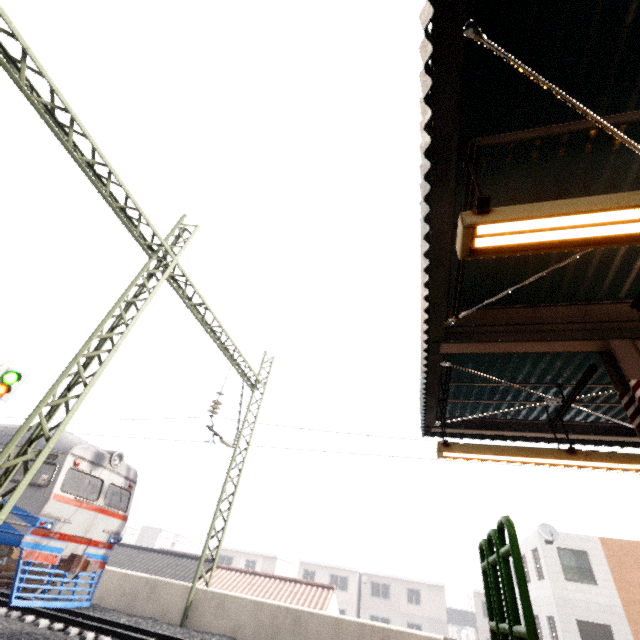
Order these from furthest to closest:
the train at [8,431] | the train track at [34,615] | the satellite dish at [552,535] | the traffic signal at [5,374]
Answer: the satellite dish at [552,535]
the traffic signal at [5,374]
the train at [8,431]
the train track at [34,615]

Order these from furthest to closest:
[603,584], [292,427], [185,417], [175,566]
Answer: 1. [175,566]
2. [603,584]
3. [185,417]
4. [292,427]

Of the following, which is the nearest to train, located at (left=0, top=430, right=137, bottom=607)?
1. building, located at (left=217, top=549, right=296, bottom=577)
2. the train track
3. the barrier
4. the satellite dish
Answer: the train track

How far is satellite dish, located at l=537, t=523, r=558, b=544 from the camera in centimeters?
1772cm

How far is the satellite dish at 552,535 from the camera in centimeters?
1772cm

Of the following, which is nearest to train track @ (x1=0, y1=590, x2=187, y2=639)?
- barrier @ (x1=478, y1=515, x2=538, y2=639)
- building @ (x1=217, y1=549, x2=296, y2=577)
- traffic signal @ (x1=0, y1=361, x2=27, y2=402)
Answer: traffic signal @ (x1=0, y1=361, x2=27, y2=402)

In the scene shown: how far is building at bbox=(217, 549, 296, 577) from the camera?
41.2m

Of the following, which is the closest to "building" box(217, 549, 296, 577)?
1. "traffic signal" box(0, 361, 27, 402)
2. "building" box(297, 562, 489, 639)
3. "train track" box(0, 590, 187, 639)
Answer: "building" box(297, 562, 489, 639)
